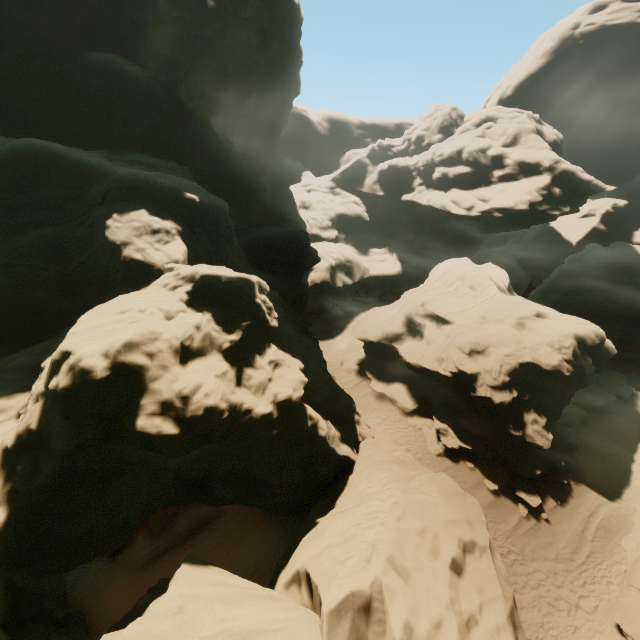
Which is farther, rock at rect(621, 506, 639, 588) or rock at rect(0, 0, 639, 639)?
rock at rect(621, 506, 639, 588)

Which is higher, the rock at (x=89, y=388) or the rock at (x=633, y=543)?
the rock at (x=89, y=388)

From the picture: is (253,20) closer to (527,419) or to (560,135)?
(527,419)

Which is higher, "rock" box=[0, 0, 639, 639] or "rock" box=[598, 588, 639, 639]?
"rock" box=[0, 0, 639, 639]

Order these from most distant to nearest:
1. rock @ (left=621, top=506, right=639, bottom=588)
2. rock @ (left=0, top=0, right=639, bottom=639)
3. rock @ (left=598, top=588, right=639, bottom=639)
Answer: rock @ (left=621, top=506, right=639, bottom=588)
rock @ (left=598, top=588, right=639, bottom=639)
rock @ (left=0, top=0, right=639, bottom=639)

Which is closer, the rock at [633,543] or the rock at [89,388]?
the rock at [89,388]
